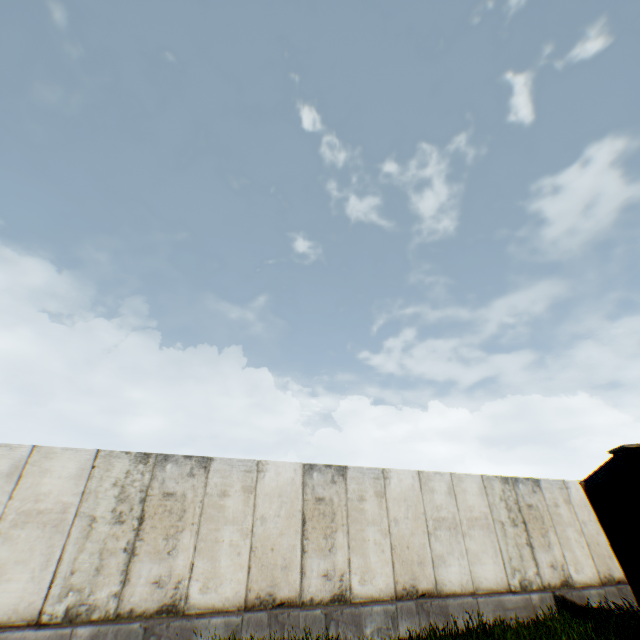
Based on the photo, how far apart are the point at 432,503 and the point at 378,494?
1.8 meters
